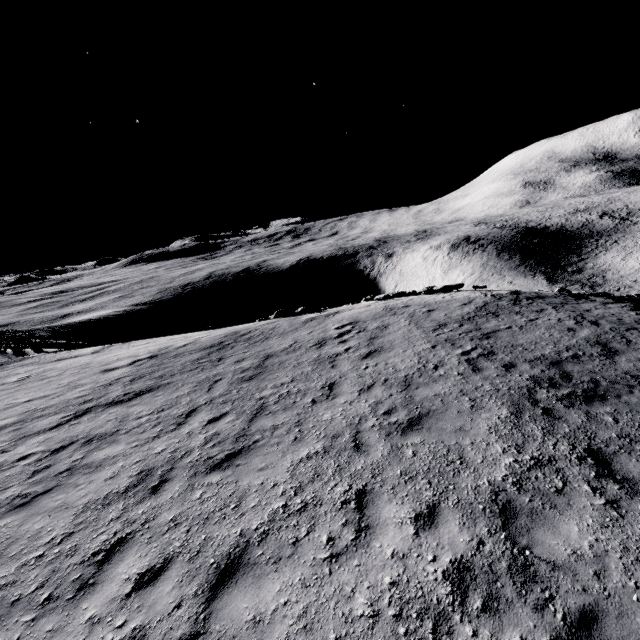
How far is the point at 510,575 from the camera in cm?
394
